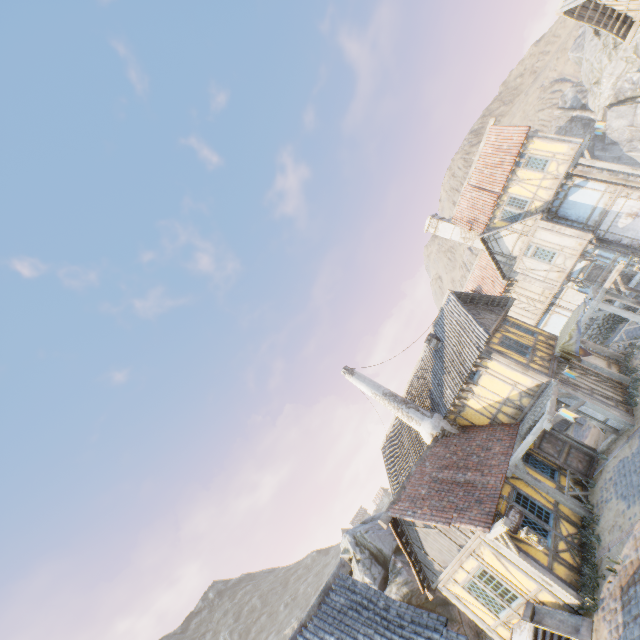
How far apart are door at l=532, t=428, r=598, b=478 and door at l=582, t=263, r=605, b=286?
11.7m

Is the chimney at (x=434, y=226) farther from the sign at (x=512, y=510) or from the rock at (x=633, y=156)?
the sign at (x=512, y=510)

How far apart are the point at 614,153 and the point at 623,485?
53.87m

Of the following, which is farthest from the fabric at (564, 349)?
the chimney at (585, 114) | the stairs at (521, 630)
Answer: the chimney at (585, 114)

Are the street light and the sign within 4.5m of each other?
yes

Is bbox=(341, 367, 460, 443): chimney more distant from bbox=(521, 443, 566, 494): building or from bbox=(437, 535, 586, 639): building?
bbox=(437, 535, 586, 639): building

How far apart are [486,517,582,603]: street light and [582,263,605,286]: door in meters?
17.7 m

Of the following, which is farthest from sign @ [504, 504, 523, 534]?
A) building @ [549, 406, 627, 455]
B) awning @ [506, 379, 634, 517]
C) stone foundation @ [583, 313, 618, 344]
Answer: stone foundation @ [583, 313, 618, 344]
